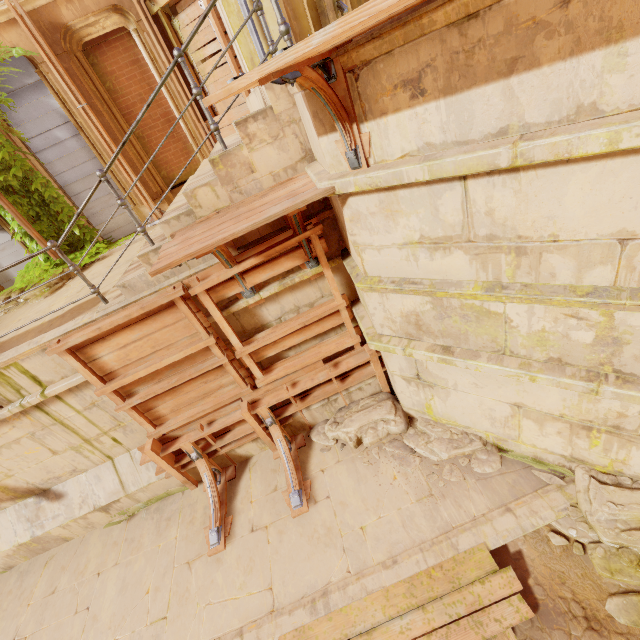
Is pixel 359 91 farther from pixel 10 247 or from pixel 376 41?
pixel 10 247

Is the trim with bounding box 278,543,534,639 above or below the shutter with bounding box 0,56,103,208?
below

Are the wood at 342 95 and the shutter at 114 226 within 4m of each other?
no

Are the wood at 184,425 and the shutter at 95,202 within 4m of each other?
no

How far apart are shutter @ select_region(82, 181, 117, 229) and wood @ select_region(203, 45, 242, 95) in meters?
2.7

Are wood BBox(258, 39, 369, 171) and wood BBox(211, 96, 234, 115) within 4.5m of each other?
no

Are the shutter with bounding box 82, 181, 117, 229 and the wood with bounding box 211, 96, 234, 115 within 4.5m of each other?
yes
